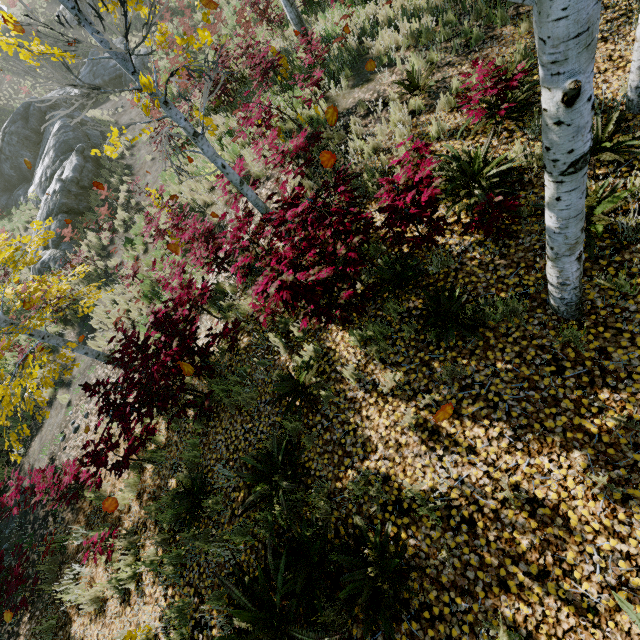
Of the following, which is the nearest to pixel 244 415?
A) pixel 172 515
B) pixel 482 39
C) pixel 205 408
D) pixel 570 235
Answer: pixel 205 408

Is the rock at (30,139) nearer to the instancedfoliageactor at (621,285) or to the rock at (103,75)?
the rock at (103,75)

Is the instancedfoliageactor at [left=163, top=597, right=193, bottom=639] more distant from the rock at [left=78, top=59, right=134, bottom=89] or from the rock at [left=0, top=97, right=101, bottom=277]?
the rock at [left=78, top=59, right=134, bottom=89]

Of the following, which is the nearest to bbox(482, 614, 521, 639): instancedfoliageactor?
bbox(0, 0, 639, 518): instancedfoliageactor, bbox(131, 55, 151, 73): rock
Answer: bbox(0, 0, 639, 518): instancedfoliageactor

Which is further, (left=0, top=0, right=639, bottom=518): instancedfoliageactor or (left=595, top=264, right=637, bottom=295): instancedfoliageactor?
(left=595, top=264, right=637, bottom=295): instancedfoliageactor

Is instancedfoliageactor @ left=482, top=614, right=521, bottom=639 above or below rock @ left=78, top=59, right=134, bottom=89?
below

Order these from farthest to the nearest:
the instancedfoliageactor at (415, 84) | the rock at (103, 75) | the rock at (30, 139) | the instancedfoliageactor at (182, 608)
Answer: the rock at (103, 75)
the rock at (30, 139)
the instancedfoliageactor at (415, 84)
the instancedfoliageactor at (182, 608)

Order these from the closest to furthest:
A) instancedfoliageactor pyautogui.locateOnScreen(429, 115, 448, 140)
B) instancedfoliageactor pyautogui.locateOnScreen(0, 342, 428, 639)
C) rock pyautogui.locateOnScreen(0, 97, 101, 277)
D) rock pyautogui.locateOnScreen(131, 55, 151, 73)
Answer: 1. instancedfoliageactor pyautogui.locateOnScreen(0, 342, 428, 639)
2. instancedfoliageactor pyautogui.locateOnScreen(429, 115, 448, 140)
3. rock pyautogui.locateOnScreen(0, 97, 101, 277)
4. rock pyautogui.locateOnScreen(131, 55, 151, 73)
